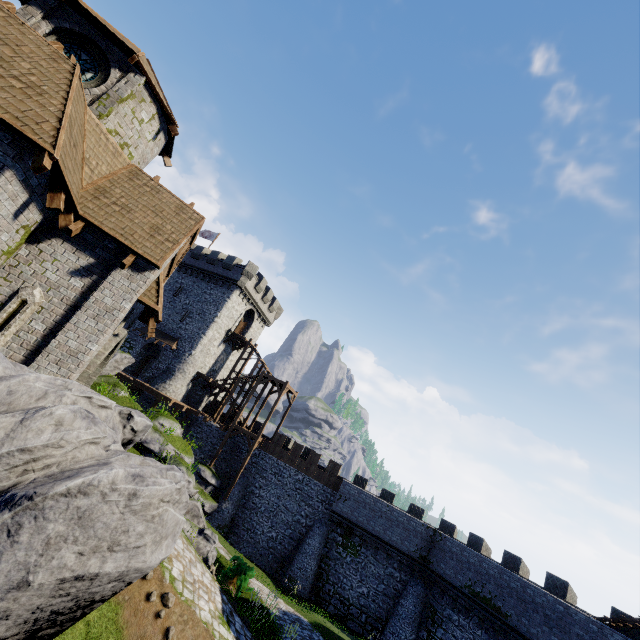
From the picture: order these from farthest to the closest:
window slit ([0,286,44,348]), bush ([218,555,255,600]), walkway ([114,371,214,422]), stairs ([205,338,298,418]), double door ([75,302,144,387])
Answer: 1. stairs ([205,338,298,418])
2. walkway ([114,371,214,422])
3. bush ([218,555,255,600])
4. double door ([75,302,144,387])
5. window slit ([0,286,44,348])

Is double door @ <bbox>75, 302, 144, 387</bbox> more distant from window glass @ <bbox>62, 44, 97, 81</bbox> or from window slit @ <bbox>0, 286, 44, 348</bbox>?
window glass @ <bbox>62, 44, 97, 81</bbox>

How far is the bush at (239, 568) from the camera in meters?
15.2

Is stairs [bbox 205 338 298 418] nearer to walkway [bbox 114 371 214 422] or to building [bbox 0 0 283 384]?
walkway [bbox 114 371 214 422]

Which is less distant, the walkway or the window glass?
the window glass

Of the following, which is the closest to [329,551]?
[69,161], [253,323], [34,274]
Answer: [253,323]

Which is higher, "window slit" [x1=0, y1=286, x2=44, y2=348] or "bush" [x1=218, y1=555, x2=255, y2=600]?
"window slit" [x1=0, y1=286, x2=44, y2=348]

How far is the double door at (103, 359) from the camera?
10.2m
